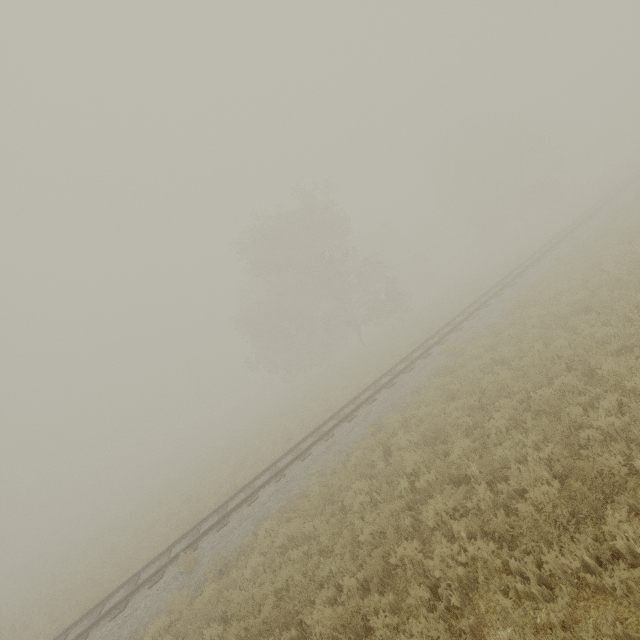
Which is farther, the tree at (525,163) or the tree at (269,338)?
the tree at (525,163)

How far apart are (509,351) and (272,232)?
23.17m

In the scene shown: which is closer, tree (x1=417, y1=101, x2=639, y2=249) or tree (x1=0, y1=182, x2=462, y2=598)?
tree (x1=0, y1=182, x2=462, y2=598)
